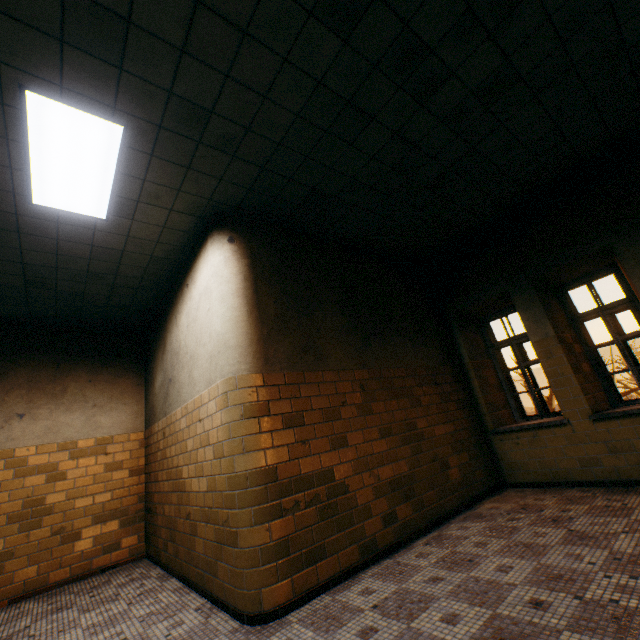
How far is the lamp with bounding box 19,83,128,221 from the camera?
2.5 meters

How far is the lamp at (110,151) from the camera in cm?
249

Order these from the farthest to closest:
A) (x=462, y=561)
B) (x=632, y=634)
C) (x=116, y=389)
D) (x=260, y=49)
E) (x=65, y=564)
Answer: (x=116, y=389) < (x=65, y=564) < (x=462, y=561) < (x=260, y=49) < (x=632, y=634)
